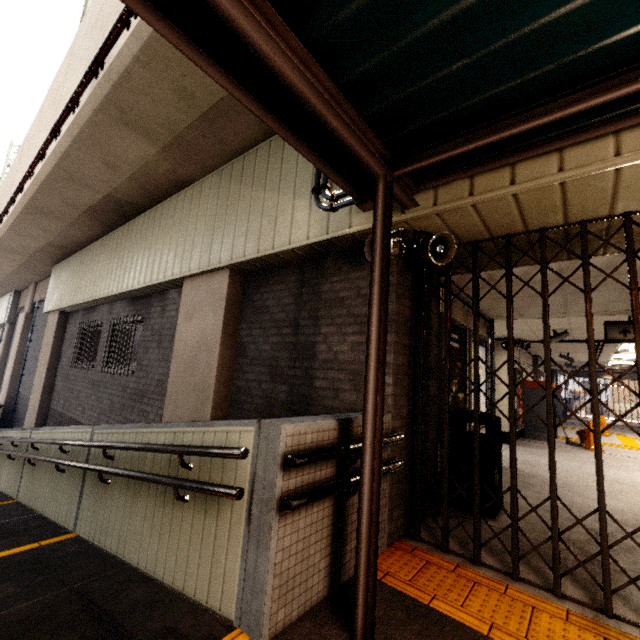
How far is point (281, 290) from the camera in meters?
4.4 m

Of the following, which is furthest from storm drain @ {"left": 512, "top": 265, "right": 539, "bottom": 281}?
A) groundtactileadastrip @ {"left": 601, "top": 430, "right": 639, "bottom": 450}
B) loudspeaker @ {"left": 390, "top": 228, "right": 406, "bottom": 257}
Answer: groundtactileadastrip @ {"left": 601, "top": 430, "right": 639, "bottom": 450}

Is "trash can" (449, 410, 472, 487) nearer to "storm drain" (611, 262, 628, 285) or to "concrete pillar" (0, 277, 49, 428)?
"storm drain" (611, 262, 628, 285)

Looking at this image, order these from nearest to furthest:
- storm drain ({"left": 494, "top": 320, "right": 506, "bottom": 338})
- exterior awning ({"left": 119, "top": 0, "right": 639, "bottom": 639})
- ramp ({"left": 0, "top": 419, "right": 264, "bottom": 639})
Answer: exterior awning ({"left": 119, "top": 0, "right": 639, "bottom": 639})
ramp ({"left": 0, "top": 419, "right": 264, "bottom": 639})
storm drain ({"left": 494, "top": 320, "right": 506, "bottom": 338})

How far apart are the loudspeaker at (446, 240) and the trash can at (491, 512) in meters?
2.2

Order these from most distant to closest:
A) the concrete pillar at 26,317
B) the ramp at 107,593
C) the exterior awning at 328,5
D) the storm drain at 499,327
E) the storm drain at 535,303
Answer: the concrete pillar at 26,317 → the storm drain at 499,327 → the storm drain at 535,303 → the ramp at 107,593 → the exterior awning at 328,5

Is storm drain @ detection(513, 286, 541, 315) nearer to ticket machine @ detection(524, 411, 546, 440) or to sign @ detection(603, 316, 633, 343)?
sign @ detection(603, 316, 633, 343)

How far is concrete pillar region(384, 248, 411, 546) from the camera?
3.10m
